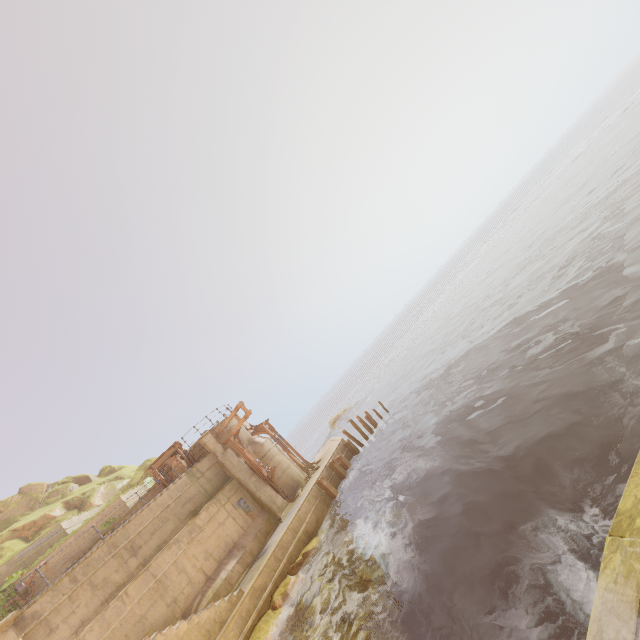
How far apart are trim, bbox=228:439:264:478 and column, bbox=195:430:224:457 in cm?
42

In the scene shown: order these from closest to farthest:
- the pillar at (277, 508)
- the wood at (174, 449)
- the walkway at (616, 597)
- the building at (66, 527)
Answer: the walkway at (616, 597) < the building at (66, 527) < the pillar at (277, 508) < the wood at (174, 449)

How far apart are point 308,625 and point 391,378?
35.40m

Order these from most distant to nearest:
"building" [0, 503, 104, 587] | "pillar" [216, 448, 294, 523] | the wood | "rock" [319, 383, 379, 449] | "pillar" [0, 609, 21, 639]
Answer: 1. "rock" [319, 383, 379, 449]
2. the wood
3. "pillar" [216, 448, 294, 523]
4. "building" [0, 503, 104, 587]
5. "pillar" [0, 609, 21, 639]

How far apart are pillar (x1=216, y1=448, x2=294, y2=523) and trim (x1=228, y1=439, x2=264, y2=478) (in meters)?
0.13

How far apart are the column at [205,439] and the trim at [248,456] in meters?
0.4

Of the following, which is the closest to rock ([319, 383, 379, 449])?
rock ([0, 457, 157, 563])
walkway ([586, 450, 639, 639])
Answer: rock ([0, 457, 157, 563])

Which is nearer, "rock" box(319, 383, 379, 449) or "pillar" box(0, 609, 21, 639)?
"pillar" box(0, 609, 21, 639)
